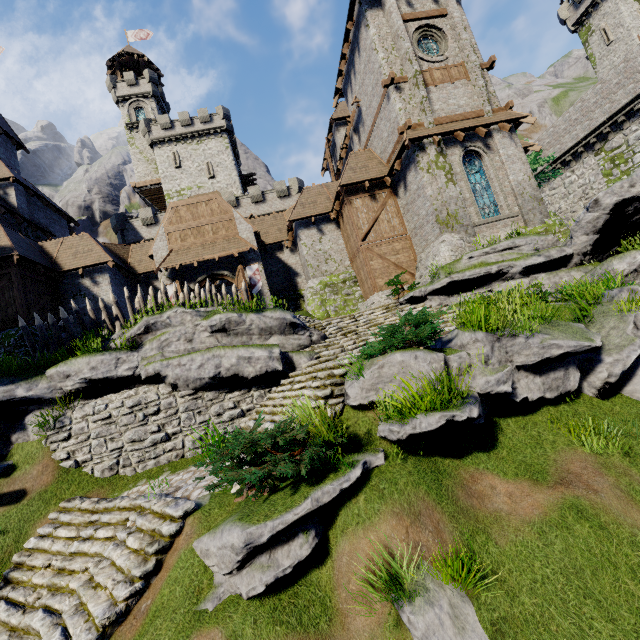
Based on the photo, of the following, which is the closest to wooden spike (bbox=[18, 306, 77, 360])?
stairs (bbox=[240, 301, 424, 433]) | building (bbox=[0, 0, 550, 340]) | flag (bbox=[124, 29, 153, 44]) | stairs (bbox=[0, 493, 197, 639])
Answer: building (bbox=[0, 0, 550, 340])

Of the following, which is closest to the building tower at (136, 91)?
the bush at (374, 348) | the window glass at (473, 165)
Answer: the window glass at (473, 165)

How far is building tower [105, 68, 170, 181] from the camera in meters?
44.4 m

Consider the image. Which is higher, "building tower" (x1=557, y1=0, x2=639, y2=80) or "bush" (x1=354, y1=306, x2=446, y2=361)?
"building tower" (x1=557, y1=0, x2=639, y2=80)

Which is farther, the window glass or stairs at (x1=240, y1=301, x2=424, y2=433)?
the window glass

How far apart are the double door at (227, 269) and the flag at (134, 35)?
53.3 meters

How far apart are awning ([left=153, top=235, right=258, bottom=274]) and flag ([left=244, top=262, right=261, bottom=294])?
0.8 meters

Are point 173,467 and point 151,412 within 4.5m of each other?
yes
